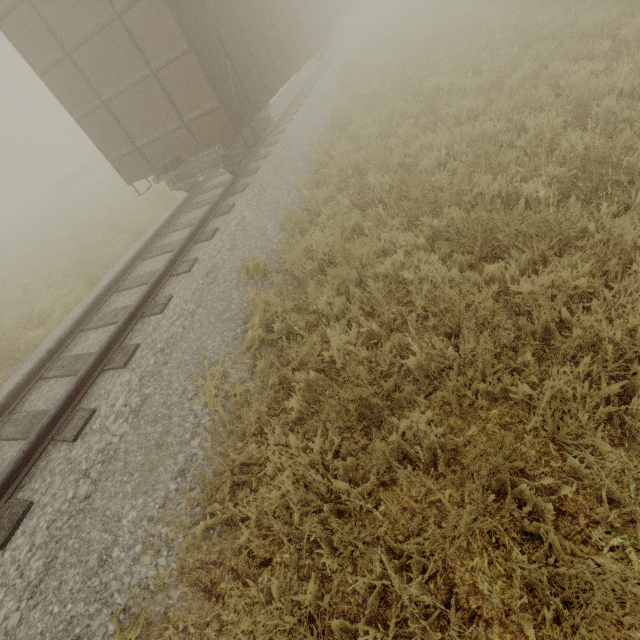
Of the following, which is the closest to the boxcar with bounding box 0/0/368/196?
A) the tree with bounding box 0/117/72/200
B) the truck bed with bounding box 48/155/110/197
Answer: the truck bed with bounding box 48/155/110/197

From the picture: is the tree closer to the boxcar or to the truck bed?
the truck bed

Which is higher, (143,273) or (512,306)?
(143,273)

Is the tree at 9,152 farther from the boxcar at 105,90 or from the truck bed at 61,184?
the boxcar at 105,90

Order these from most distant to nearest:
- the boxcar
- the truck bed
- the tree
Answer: the tree → the truck bed → the boxcar

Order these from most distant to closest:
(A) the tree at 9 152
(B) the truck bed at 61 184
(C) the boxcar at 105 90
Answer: (A) the tree at 9 152, (B) the truck bed at 61 184, (C) the boxcar at 105 90
